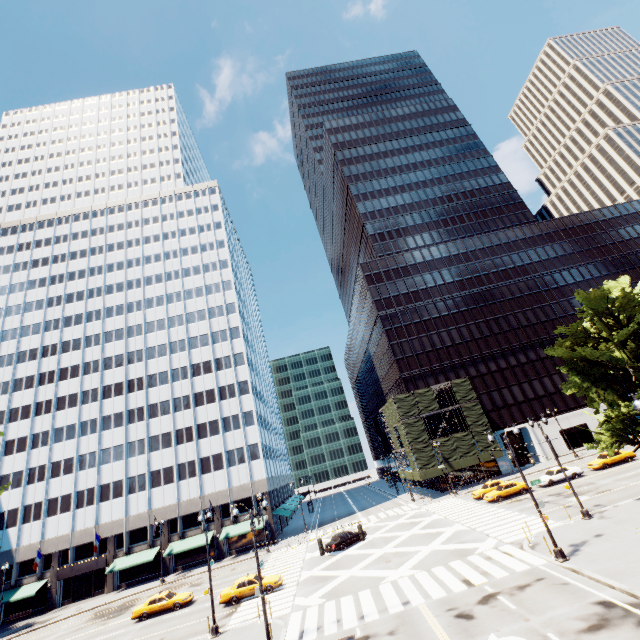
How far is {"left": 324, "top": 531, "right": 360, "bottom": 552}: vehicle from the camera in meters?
33.2

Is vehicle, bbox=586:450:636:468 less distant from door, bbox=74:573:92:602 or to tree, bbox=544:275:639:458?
tree, bbox=544:275:639:458

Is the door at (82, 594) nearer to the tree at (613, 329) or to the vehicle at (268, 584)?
the tree at (613, 329)

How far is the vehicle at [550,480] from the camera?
36.0 meters

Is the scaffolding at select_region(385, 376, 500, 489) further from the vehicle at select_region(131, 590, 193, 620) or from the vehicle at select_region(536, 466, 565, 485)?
the vehicle at select_region(131, 590, 193, 620)

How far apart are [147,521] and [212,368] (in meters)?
25.00

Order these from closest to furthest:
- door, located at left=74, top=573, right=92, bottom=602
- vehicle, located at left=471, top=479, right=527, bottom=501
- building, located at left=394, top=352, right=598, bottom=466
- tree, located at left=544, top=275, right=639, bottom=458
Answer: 1. tree, located at left=544, top=275, right=639, bottom=458
2. vehicle, located at left=471, top=479, right=527, bottom=501
3. door, located at left=74, top=573, right=92, bottom=602
4. building, located at left=394, top=352, right=598, bottom=466

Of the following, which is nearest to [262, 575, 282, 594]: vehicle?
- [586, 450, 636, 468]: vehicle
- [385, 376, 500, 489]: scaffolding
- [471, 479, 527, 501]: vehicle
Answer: [471, 479, 527, 501]: vehicle
